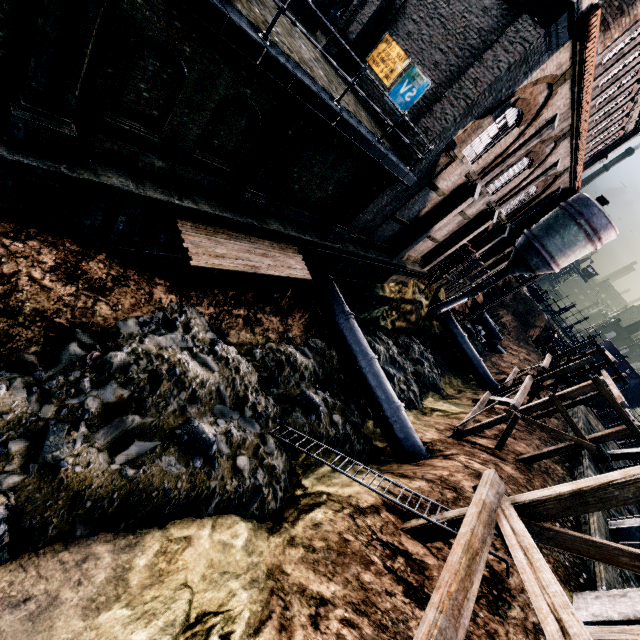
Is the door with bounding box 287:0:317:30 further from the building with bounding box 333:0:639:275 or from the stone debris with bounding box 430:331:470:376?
the stone debris with bounding box 430:331:470:376

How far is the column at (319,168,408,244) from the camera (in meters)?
14.30

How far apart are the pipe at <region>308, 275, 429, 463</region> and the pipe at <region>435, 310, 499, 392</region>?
18.4 meters

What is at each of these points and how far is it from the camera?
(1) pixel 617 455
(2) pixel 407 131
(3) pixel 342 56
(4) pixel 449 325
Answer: (1) crane, 20.2 meters
(2) building, 14.7 meters
(3) building, 15.9 meters
(4) pipe, 34.4 meters

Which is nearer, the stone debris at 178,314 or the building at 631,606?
the stone debris at 178,314

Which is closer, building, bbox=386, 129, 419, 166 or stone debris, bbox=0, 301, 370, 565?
stone debris, bbox=0, 301, 370, 565

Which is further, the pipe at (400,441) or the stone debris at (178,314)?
the pipe at (400,441)

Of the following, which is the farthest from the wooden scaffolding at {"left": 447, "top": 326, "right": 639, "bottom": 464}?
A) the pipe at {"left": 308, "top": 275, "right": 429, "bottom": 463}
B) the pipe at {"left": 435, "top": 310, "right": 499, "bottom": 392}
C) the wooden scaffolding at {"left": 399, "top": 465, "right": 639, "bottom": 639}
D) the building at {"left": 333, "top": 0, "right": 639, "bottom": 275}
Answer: the building at {"left": 333, "top": 0, "right": 639, "bottom": 275}
